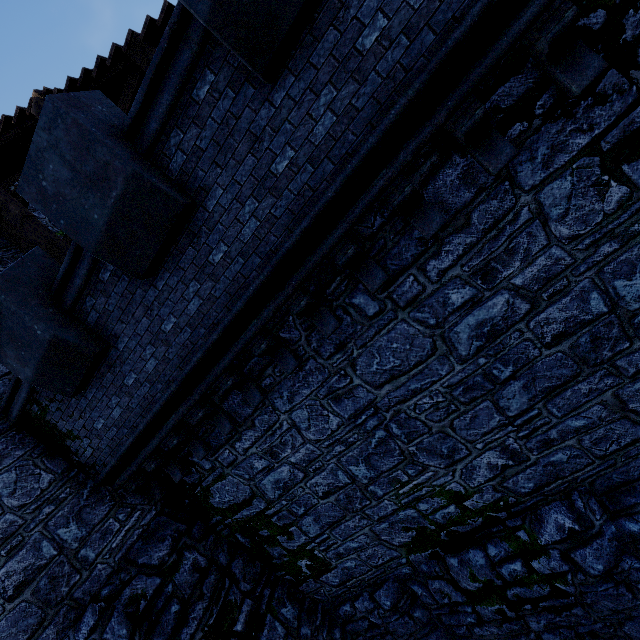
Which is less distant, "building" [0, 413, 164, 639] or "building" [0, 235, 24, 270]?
"building" [0, 413, 164, 639]

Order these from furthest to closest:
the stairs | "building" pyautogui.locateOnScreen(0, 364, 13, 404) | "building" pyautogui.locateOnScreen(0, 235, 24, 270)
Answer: "building" pyautogui.locateOnScreen(0, 235, 24, 270) → "building" pyautogui.locateOnScreen(0, 364, 13, 404) → the stairs

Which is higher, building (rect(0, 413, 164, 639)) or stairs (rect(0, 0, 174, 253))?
stairs (rect(0, 0, 174, 253))

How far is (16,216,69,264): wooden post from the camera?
7.0 meters

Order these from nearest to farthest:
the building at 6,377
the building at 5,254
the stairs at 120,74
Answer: the stairs at 120,74 → the building at 6,377 → the building at 5,254

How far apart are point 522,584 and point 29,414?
9.94m

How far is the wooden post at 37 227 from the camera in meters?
7.0
